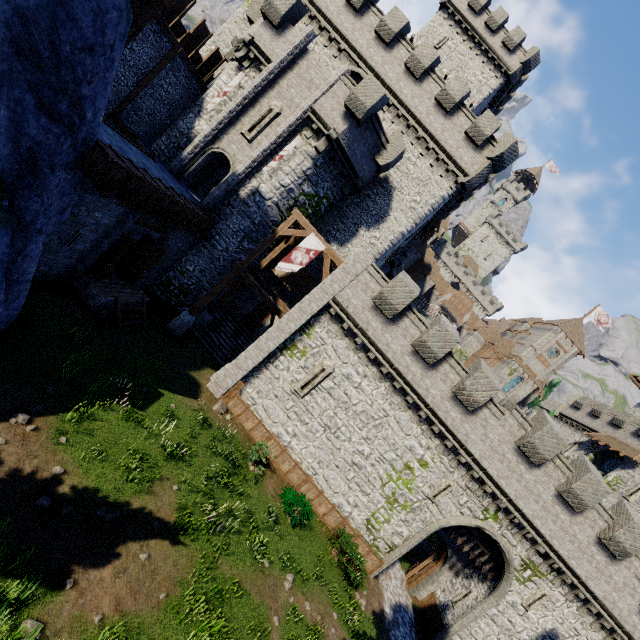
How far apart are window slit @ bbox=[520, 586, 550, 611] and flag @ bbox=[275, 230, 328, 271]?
20.8 meters

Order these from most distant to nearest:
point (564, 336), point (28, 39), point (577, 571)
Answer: point (564, 336)
point (577, 571)
point (28, 39)

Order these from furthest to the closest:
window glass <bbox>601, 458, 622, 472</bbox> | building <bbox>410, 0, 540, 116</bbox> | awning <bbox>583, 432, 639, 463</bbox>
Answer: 1. window glass <bbox>601, 458, 622, 472</bbox>
2. building <bbox>410, 0, 540, 116</bbox>
3. awning <bbox>583, 432, 639, 463</bbox>

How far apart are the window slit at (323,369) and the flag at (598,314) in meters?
60.3

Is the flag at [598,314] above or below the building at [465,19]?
above

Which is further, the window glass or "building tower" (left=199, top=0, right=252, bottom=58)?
the window glass

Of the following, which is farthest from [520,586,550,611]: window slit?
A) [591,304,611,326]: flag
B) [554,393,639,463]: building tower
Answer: [591,304,611,326]: flag

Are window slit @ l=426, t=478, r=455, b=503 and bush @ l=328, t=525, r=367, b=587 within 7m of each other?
yes
